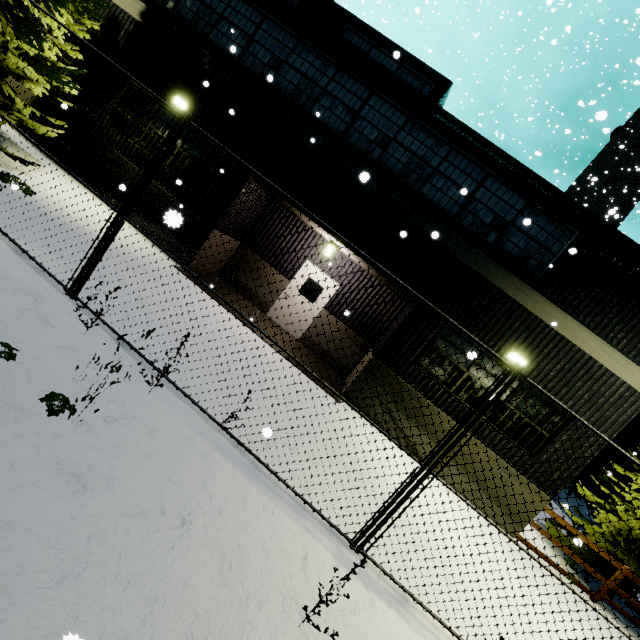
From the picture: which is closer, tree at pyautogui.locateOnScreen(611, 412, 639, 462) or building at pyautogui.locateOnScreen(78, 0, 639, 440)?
building at pyautogui.locateOnScreen(78, 0, 639, 440)

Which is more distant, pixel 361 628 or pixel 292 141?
pixel 292 141

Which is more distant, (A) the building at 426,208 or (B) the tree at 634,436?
(B) the tree at 634,436
